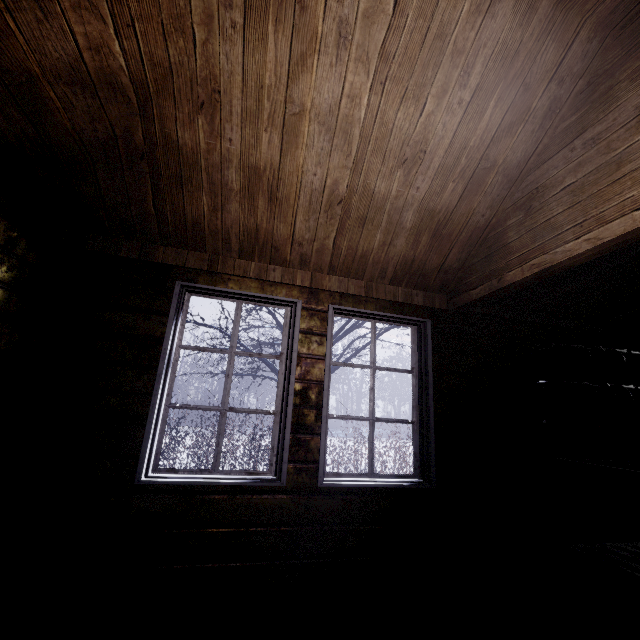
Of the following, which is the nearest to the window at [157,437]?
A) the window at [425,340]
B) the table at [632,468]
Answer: the window at [425,340]

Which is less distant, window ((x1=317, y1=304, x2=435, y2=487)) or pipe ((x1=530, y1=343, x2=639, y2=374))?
window ((x1=317, y1=304, x2=435, y2=487))

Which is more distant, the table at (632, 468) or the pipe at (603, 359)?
the pipe at (603, 359)

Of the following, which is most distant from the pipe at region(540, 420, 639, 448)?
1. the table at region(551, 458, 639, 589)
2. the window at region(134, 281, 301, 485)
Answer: the window at region(134, 281, 301, 485)

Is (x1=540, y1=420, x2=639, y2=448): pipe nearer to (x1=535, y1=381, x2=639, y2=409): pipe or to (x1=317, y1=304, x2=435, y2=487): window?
(x1=535, y1=381, x2=639, y2=409): pipe

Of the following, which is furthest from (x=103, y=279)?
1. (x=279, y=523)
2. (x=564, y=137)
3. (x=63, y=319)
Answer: (x=564, y=137)

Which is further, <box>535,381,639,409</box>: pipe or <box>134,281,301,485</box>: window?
<box>535,381,639,409</box>: pipe

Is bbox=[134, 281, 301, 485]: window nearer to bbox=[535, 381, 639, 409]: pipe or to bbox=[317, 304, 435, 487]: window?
bbox=[317, 304, 435, 487]: window
